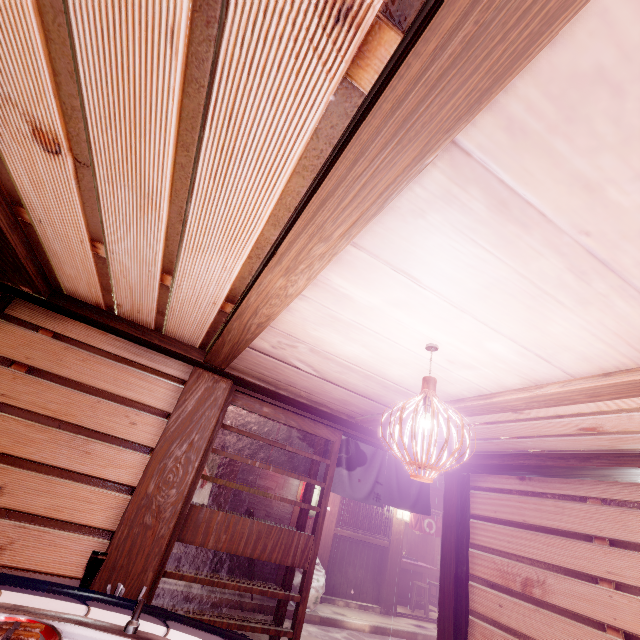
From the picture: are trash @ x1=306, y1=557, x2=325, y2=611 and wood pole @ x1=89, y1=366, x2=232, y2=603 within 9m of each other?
no

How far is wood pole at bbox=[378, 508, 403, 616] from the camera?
15.5m

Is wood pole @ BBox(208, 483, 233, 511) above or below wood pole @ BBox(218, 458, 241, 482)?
below

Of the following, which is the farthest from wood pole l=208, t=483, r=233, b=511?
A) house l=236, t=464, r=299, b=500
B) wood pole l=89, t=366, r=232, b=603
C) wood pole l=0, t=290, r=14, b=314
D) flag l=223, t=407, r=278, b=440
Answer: wood pole l=0, t=290, r=14, b=314

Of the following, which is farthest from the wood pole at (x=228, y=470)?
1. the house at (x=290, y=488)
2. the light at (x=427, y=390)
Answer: the light at (x=427, y=390)

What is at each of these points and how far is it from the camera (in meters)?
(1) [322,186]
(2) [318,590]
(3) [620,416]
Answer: (1) wood bar, 1.98
(2) trash, 12.95
(3) building, 4.02

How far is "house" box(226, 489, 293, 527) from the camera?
14.0 meters

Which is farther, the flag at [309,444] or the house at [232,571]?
the house at [232,571]
